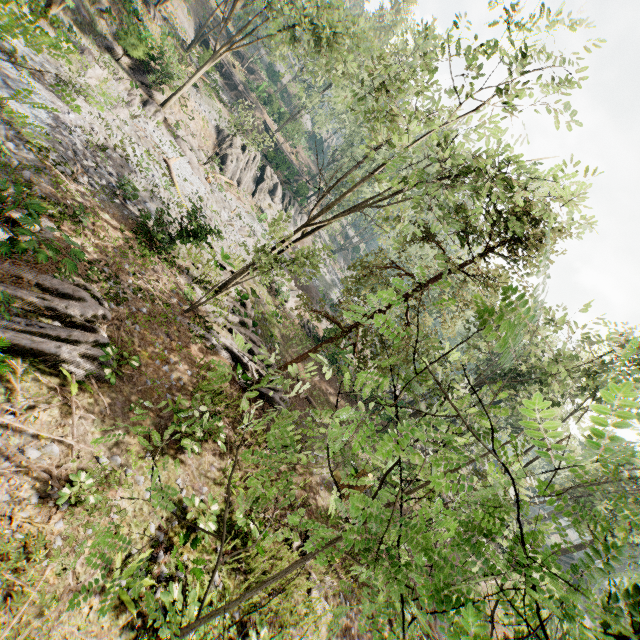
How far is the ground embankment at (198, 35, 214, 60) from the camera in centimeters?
3016cm

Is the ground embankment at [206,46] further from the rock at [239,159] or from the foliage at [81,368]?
the foliage at [81,368]

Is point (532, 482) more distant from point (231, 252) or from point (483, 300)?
point (231, 252)

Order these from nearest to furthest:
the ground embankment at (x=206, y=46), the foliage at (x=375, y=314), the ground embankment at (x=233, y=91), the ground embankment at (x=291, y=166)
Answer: the foliage at (x=375, y=314)
the ground embankment at (x=206, y=46)
the ground embankment at (x=291, y=166)
the ground embankment at (x=233, y=91)

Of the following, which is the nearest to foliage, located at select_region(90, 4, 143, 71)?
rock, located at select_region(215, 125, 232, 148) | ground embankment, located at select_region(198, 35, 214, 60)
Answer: rock, located at select_region(215, 125, 232, 148)

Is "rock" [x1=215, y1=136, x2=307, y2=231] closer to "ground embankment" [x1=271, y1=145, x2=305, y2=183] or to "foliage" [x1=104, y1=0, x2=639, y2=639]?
"foliage" [x1=104, y1=0, x2=639, y2=639]

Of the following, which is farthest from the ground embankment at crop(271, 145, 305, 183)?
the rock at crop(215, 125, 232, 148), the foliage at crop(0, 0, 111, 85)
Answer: the rock at crop(215, 125, 232, 148)

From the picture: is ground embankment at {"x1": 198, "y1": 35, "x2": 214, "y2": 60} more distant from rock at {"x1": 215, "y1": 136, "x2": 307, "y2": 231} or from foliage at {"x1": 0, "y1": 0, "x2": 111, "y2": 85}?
foliage at {"x1": 0, "y1": 0, "x2": 111, "y2": 85}
